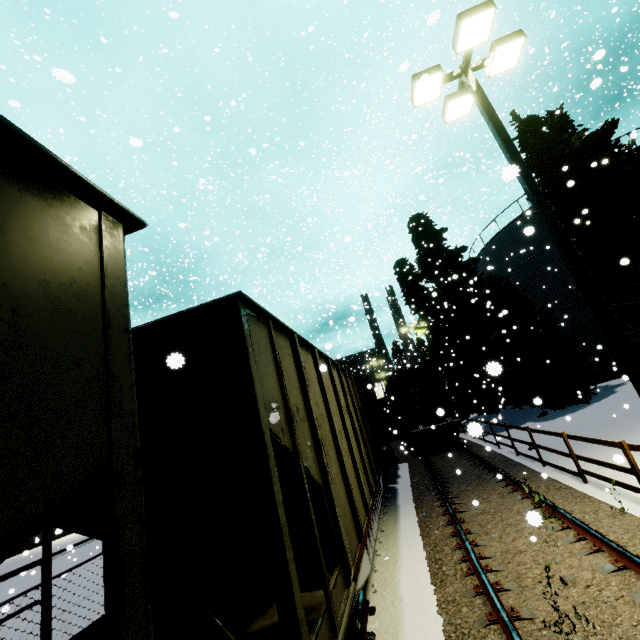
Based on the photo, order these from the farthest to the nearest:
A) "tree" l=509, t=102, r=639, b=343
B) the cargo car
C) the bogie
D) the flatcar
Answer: the cargo car < "tree" l=509, t=102, r=639, b=343 < the bogie < the flatcar

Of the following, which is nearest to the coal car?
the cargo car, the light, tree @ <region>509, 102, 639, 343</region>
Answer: the cargo car

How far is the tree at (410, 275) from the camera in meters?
17.1

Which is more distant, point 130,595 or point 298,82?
point 298,82

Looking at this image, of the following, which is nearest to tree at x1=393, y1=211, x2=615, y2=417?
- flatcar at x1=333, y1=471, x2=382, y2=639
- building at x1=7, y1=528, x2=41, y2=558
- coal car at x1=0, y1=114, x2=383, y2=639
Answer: coal car at x1=0, y1=114, x2=383, y2=639

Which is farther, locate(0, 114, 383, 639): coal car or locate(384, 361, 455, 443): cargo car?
locate(384, 361, 455, 443): cargo car

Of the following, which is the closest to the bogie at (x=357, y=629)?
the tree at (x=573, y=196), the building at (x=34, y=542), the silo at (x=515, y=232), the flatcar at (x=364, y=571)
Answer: the flatcar at (x=364, y=571)

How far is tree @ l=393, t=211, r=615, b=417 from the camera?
17.12m
